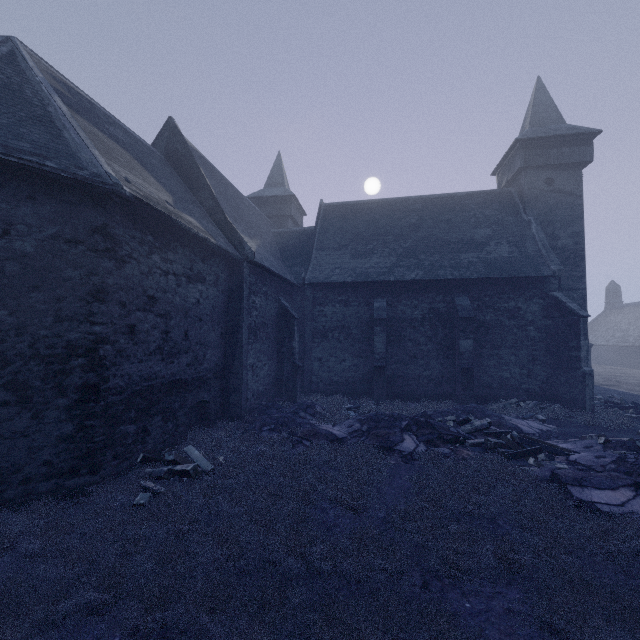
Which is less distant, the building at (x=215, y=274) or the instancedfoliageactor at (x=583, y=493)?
the instancedfoliageactor at (x=583, y=493)

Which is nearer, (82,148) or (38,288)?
(38,288)

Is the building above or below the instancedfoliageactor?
above

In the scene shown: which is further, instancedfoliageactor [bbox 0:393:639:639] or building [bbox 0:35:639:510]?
building [bbox 0:35:639:510]

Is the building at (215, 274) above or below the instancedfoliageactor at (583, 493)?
above
